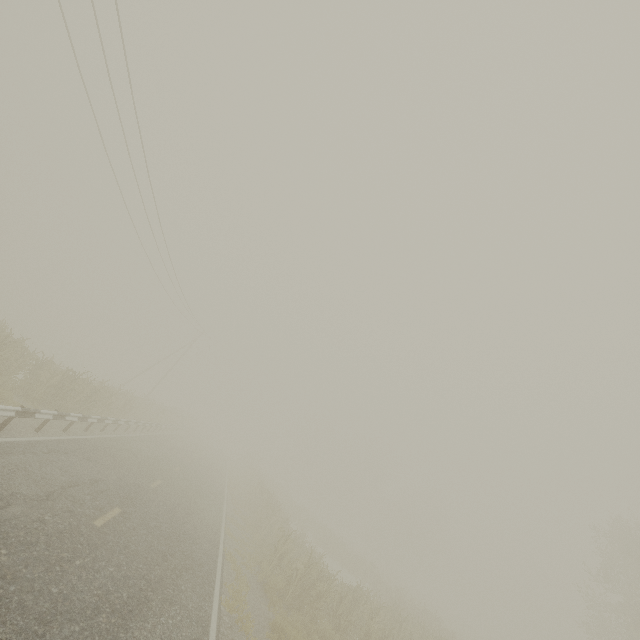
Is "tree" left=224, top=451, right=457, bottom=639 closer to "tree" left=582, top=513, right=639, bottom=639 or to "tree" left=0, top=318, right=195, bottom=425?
"tree" left=0, top=318, right=195, bottom=425

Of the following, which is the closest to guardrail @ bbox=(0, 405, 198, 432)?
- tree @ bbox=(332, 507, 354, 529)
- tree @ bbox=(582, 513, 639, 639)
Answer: tree @ bbox=(332, 507, 354, 529)

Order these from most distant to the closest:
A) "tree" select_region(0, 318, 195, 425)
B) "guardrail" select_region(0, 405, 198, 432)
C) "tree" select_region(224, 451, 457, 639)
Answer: "tree" select_region(0, 318, 195, 425)
"tree" select_region(224, 451, 457, 639)
"guardrail" select_region(0, 405, 198, 432)

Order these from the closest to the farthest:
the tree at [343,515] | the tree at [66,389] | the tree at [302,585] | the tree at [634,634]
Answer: the tree at [302,585] → the tree at [66,389] → the tree at [634,634] → the tree at [343,515]

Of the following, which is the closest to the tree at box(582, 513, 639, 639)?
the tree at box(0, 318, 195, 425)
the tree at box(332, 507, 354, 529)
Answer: the tree at box(332, 507, 354, 529)

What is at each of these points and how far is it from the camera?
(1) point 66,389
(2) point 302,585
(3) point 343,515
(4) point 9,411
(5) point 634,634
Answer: (1) tree, 15.1m
(2) tree, 13.2m
(3) tree, 58.7m
(4) guardrail, 8.9m
(5) tree, 19.8m

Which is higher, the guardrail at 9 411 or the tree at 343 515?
the tree at 343 515

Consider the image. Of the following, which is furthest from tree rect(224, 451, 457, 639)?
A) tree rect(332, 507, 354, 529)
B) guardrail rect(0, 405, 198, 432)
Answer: tree rect(332, 507, 354, 529)
